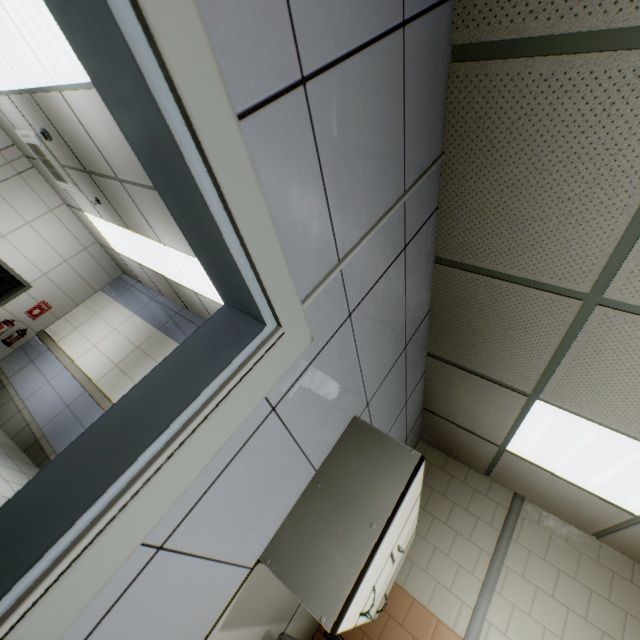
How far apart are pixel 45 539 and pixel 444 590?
3.73m

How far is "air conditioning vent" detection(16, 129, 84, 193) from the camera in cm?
495

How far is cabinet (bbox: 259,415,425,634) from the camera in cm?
134

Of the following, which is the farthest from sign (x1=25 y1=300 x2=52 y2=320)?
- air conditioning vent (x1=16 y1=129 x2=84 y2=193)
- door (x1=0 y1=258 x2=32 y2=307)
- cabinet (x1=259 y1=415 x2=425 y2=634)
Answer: cabinet (x1=259 y1=415 x2=425 y2=634)

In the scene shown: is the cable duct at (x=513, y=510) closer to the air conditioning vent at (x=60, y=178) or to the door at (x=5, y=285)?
the air conditioning vent at (x=60, y=178)

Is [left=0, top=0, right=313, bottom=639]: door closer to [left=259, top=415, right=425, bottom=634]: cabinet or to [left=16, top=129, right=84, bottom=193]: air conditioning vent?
[left=259, top=415, right=425, bottom=634]: cabinet

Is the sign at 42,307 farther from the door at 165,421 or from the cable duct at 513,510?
the cable duct at 513,510

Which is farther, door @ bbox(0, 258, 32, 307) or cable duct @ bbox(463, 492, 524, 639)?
door @ bbox(0, 258, 32, 307)
